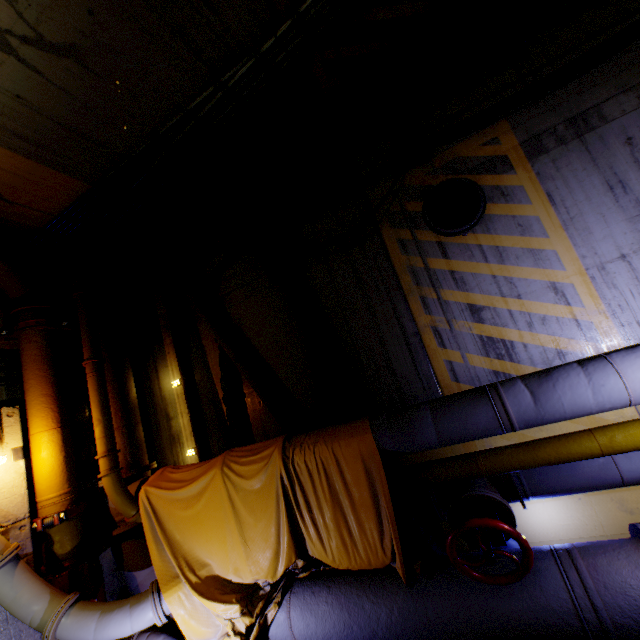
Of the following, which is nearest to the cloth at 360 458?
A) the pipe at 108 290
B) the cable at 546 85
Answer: the pipe at 108 290

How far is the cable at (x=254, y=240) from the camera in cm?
582

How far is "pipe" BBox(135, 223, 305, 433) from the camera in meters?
5.2

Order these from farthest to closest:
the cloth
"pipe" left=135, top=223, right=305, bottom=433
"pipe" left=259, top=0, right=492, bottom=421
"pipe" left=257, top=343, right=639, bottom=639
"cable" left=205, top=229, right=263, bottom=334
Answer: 1. "cable" left=205, top=229, right=263, bottom=334
2. "pipe" left=135, top=223, right=305, bottom=433
3. "pipe" left=259, top=0, right=492, bottom=421
4. the cloth
5. "pipe" left=257, top=343, right=639, bottom=639

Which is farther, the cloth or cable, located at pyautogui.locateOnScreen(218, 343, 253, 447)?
cable, located at pyautogui.locateOnScreen(218, 343, 253, 447)

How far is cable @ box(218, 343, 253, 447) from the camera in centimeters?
561cm

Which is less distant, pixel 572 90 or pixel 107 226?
→ pixel 572 90

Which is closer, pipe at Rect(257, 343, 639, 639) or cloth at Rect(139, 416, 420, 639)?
pipe at Rect(257, 343, 639, 639)
